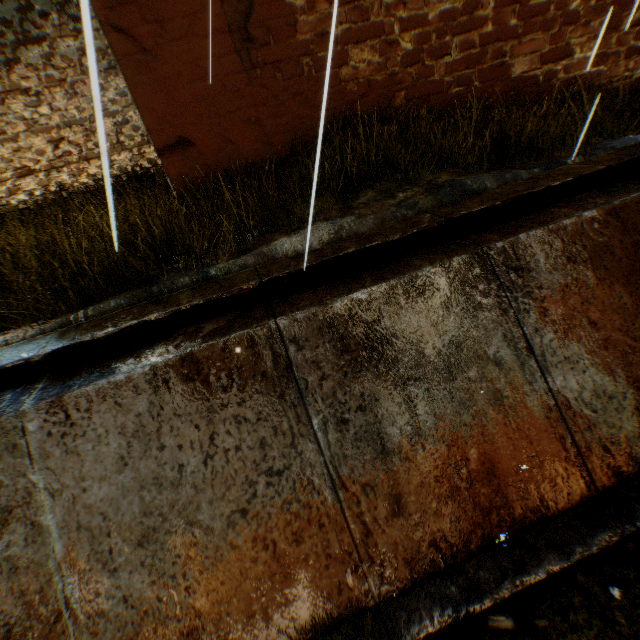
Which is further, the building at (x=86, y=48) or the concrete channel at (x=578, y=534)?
Answer: the building at (x=86, y=48)

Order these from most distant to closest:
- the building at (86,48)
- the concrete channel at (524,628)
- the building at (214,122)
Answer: the building at (86,48), the building at (214,122), the concrete channel at (524,628)

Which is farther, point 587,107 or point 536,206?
point 587,107

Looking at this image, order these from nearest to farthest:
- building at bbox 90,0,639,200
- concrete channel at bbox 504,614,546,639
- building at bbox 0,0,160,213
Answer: concrete channel at bbox 504,614,546,639 → building at bbox 90,0,639,200 → building at bbox 0,0,160,213

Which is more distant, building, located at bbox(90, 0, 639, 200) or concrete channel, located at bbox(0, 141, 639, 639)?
building, located at bbox(90, 0, 639, 200)

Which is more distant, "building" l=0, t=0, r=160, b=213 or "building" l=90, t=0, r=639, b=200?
"building" l=0, t=0, r=160, b=213

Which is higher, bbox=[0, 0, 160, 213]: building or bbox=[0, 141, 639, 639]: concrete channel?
bbox=[0, 0, 160, 213]: building
